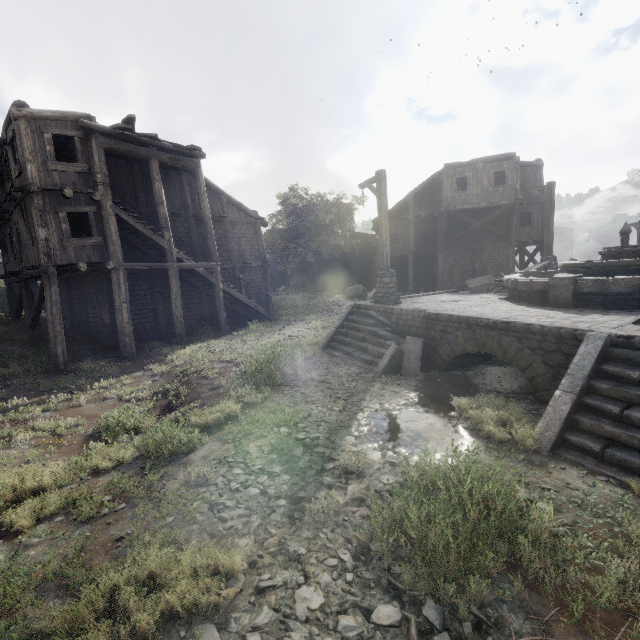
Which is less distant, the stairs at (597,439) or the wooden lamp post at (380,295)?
the stairs at (597,439)

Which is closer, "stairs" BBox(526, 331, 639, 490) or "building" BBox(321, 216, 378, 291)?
"stairs" BBox(526, 331, 639, 490)

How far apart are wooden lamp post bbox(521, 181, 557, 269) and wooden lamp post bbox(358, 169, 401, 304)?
9.1m

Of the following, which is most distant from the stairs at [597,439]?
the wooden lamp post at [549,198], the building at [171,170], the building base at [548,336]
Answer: the wooden lamp post at [549,198]

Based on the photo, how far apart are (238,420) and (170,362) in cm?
758

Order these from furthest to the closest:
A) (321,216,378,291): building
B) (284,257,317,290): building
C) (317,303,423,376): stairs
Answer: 1. (284,257,317,290): building
2. (321,216,378,291): building
3. (317,303,423,376): stairs

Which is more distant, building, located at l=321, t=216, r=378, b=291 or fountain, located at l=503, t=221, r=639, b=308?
building, located at l=321, t=216, r=378, b=291

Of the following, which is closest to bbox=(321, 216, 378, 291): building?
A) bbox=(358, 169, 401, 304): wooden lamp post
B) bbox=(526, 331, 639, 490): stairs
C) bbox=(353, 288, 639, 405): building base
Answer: bbox=(358, 169, 401, 304): wooden lamp post
